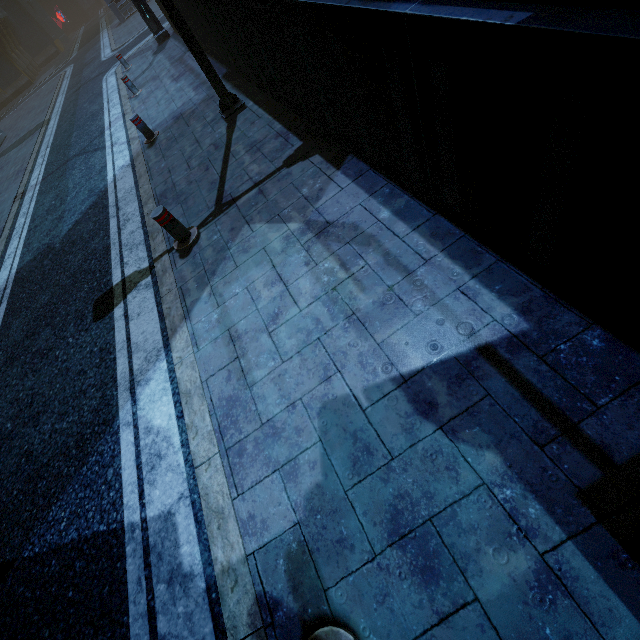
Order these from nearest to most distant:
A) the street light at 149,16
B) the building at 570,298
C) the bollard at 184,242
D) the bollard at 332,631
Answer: the building at 570,298
the bollard at 332,631
the bollard at 184,242
the street light at 149,16

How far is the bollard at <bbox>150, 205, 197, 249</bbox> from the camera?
4.5 meters

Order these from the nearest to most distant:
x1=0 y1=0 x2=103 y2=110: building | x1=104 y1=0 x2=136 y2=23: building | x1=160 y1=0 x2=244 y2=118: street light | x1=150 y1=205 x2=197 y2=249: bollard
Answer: x1=150 y1=205 x2=197 y2=249: bollard → x1=160 y1=0 x2=244 y2=118: street light → x1=104 y1=0 x2=136 y2=23: building → x1=0 y1=0 x2=103 y2=110: building

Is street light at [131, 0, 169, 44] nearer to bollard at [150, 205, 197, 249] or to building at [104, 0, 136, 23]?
building at [104, 0, 136, 23]

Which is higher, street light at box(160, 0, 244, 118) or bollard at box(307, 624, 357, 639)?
street light at box(160, 0, 244, 118)

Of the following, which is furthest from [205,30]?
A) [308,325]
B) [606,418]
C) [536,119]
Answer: [606,418]

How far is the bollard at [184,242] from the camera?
4.5 meters

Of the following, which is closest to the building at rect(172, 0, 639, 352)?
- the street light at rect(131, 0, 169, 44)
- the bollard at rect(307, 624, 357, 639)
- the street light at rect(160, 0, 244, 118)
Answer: the street light at rect(160, 0, 244, 118)
